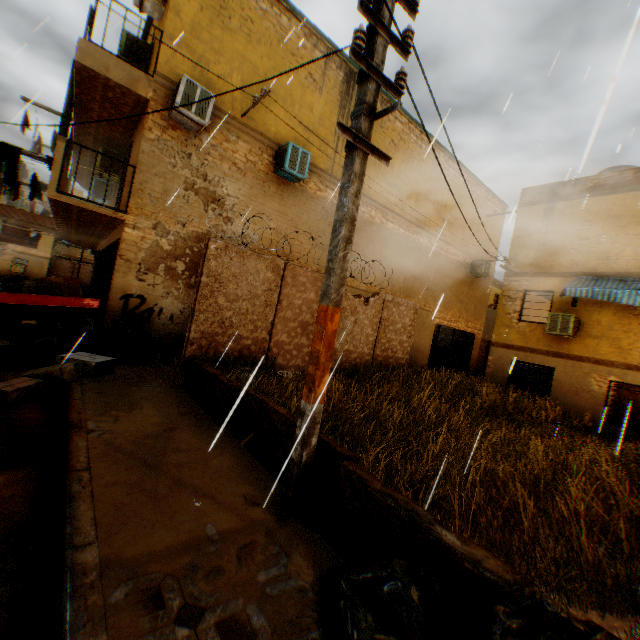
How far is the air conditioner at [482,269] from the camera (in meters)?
17.48

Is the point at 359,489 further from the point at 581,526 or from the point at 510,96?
the point at 510,96

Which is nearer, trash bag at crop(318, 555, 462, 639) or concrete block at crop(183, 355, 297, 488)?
trash bag at crop(318, 555, 462, 639)

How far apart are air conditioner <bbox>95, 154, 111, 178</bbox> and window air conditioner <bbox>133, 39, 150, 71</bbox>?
2.14m

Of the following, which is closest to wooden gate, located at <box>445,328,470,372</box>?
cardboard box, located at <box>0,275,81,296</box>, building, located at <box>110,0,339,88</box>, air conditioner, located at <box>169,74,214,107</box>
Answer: building, located at <box>110,0,339,88</box>

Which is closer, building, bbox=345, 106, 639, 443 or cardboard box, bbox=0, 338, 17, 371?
cardboard box, bbox=0, 338, 17, 371

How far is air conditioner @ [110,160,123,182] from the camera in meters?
10.8 m

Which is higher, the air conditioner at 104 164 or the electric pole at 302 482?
the air conditioner at 104 164
